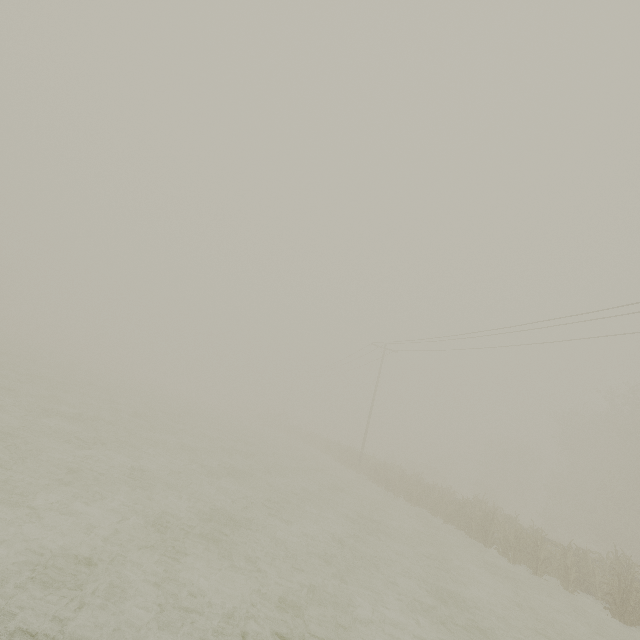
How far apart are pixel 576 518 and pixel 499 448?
16.5m
